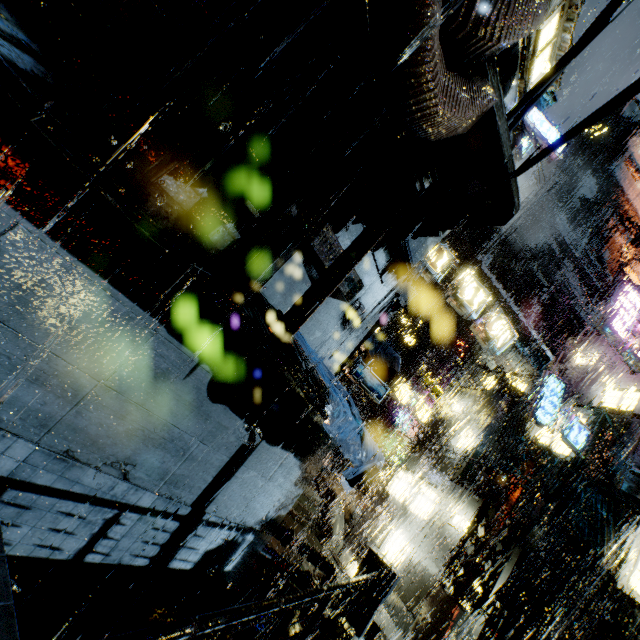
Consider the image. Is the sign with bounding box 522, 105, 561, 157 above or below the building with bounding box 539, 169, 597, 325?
below

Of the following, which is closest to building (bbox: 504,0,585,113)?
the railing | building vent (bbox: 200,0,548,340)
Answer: building vent (bbox: 200,0,548,340)

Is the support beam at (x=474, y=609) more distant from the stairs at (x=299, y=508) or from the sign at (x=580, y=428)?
the stairs at (x=299, y=508)

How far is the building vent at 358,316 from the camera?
9.6m

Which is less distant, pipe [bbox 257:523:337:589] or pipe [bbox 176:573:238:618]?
pipe [bbox 176:573:238:618]

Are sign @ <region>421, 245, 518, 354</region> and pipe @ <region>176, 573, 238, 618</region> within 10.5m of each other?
no

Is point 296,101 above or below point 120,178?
above

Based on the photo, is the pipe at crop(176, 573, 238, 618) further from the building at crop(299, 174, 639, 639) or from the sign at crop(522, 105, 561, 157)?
the sign at crop(522, 105, 561, 157)
